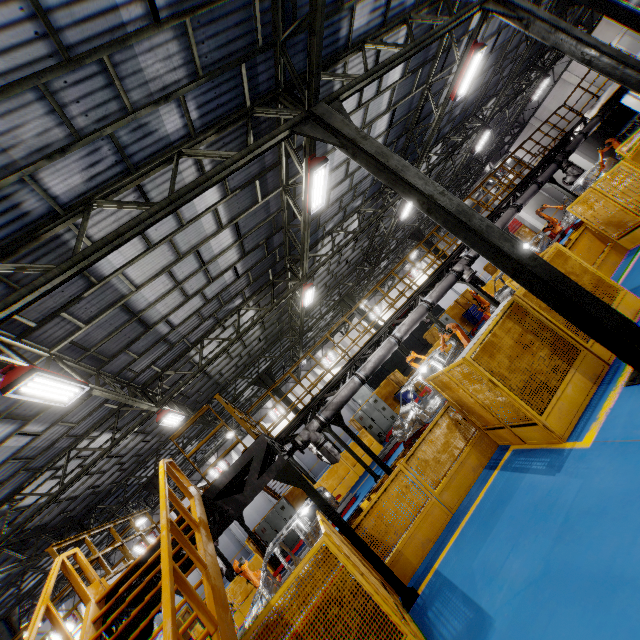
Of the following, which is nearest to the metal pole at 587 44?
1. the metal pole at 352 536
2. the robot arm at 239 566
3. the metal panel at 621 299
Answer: the metal panel at 621 299

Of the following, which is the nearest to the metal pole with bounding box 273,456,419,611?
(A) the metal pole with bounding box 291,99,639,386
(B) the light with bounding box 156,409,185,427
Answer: (A) the metal pole with bounding box 291,99,639,386

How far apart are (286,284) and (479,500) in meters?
11.9 m

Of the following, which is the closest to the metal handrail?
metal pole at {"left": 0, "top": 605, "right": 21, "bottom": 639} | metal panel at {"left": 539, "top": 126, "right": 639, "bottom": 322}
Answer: metal panel at {"left": 539, "top": 126, "right": 639, "bottom": 322}

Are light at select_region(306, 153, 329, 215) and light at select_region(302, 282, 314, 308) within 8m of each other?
yes

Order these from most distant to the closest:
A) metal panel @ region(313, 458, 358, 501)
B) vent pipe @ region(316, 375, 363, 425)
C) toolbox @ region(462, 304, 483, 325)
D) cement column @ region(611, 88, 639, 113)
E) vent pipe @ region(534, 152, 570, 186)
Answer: toolbox @ region(462, 304, 483, 325), cement column @ region(611, 88, 639, 113), metal panel @ region(313, 458, 358, 501), vent pipe @ region(534, 152, 570, 186), vent pipe @ region(316, 375, 363, 425)

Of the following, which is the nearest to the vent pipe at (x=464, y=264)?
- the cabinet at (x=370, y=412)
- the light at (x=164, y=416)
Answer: the light at (x=164, y=416)

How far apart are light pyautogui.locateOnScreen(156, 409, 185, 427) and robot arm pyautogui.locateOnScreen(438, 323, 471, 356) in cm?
1038
